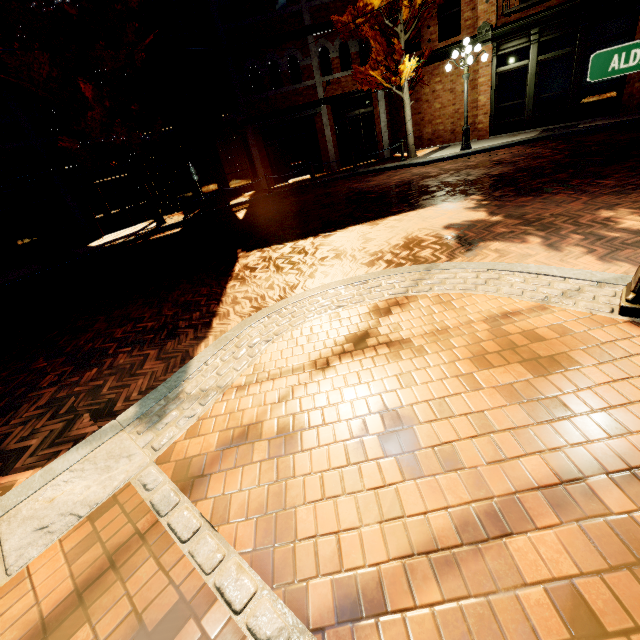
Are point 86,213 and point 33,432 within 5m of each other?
no

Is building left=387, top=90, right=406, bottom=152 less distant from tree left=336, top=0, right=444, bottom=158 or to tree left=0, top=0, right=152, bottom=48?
tree left=336, top=0, right=444, bottom=158

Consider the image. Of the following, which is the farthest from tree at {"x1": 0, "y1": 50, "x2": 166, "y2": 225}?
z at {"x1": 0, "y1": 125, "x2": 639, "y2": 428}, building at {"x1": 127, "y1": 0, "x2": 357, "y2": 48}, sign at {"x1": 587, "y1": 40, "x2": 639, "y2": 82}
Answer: sign at {"x1": 587, "y1": 40, "x2": 639, "y2": 82}

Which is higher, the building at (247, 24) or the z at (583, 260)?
the building at (247, 24)

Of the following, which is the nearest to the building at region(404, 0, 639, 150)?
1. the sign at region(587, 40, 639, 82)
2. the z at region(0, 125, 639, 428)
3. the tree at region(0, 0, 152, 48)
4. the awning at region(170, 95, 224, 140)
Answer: the awning at region(170, 95, 224, 140)

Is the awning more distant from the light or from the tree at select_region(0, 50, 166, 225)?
the light

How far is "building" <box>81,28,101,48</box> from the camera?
13.40m

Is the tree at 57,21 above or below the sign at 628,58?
above
